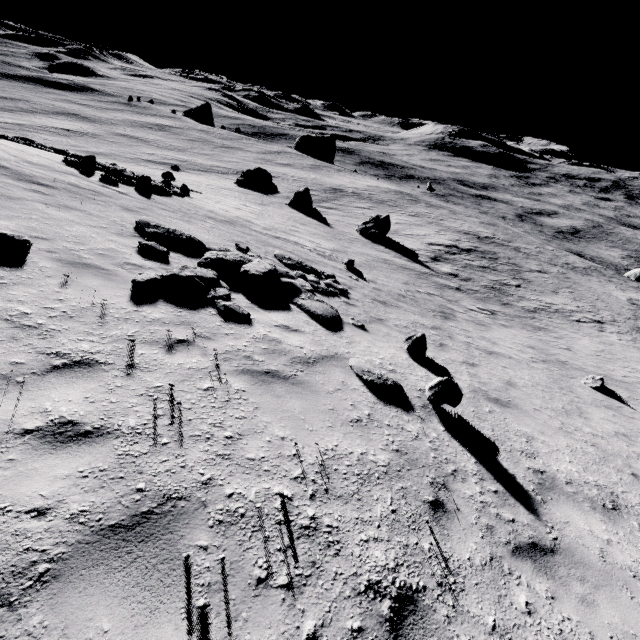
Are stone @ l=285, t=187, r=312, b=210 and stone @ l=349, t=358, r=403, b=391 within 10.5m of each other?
no

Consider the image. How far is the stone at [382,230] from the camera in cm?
2731

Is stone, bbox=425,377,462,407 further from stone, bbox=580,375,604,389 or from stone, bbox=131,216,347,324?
stone, bbox=580,375,604,389

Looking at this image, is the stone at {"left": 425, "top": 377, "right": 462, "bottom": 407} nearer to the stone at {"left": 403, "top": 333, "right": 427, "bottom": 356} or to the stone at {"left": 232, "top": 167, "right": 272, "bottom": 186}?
the stone at {"left": 403, "top": 333, "right": 427, "bottom": 356}

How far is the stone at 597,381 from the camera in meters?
11.8 m

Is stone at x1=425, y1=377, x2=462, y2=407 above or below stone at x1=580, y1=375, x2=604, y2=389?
above

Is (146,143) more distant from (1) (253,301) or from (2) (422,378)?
(2) (422,378)

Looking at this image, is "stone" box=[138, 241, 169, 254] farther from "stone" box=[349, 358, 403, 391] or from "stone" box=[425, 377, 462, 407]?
"stone" box=[425, 377, 462, 407]
